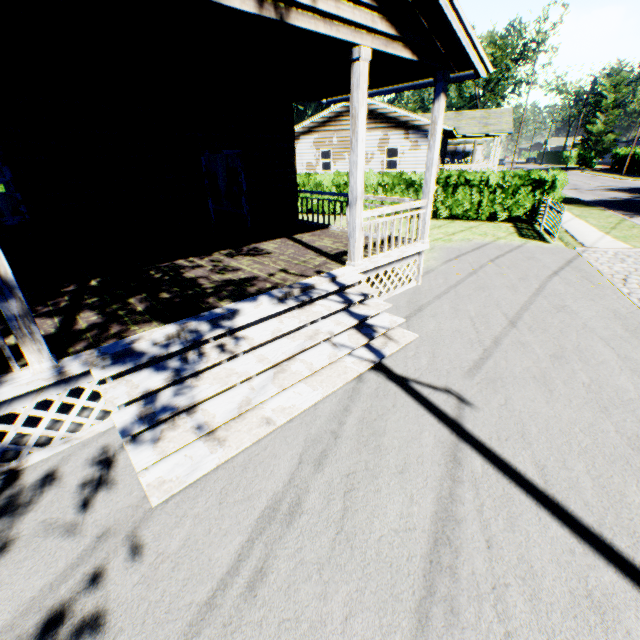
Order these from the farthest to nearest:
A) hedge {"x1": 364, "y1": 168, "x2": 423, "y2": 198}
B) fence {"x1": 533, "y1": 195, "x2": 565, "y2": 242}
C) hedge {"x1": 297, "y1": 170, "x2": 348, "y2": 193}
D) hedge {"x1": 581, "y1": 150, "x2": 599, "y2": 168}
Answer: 1. hedge {"x1": 581, "y1": 150, "x2": 599, "y2": 168}
2. hedge {"x1": 297, "y1": 170, "x2": 348, "y2": 193}
3. hedge {"x1": 364, "y1": 168, "x2": 423, "y2": 198}
4. fence {"x1": 533, "y1": 195, "x2": 565, "y2": 242}

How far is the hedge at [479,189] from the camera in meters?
14.1 m

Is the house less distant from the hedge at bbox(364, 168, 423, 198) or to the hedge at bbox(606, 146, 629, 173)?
the hedge at bbox(364, 168, 423, 198)

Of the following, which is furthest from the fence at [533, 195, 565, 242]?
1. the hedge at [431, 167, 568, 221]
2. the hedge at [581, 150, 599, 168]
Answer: the hedge at [581, 150, 599, 168]

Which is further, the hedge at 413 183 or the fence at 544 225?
the hedge at 413 183

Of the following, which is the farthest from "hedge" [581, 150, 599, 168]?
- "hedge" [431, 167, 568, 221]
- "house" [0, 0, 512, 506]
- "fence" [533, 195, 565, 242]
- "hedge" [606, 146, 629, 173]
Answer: "house" [0, 0, 512, 506]

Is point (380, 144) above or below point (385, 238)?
above
